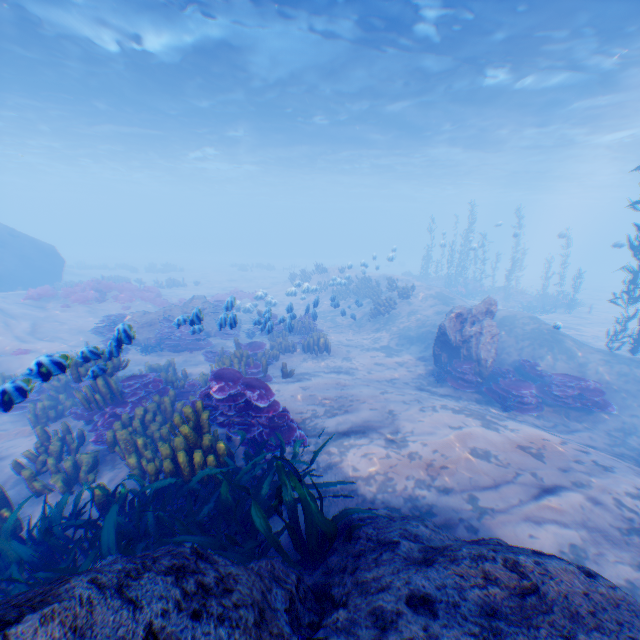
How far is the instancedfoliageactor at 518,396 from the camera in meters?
9.2

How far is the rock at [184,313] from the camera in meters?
7.8

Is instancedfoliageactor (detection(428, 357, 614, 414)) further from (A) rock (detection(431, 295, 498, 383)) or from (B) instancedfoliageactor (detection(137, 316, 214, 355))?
(B) instancedfoliageactor (detection(137, 316, 214, 355))

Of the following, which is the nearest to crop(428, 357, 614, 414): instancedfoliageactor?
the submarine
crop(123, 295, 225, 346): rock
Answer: crop(123, 295, 225, 346): rock

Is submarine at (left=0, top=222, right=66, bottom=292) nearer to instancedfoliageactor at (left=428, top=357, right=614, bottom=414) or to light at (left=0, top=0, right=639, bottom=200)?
light at (left=0, top=0, right=639, bottom=200)

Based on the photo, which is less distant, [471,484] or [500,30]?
[471,484]

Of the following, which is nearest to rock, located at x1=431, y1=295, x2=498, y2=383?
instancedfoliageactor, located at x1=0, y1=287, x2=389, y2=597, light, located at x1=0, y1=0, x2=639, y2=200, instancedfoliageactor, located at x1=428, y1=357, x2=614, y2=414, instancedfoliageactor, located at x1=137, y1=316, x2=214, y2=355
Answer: instancedfoliageactor, located at x1=428, y1=357, x2=614, y2=414

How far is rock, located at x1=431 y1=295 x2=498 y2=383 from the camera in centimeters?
1043cm
